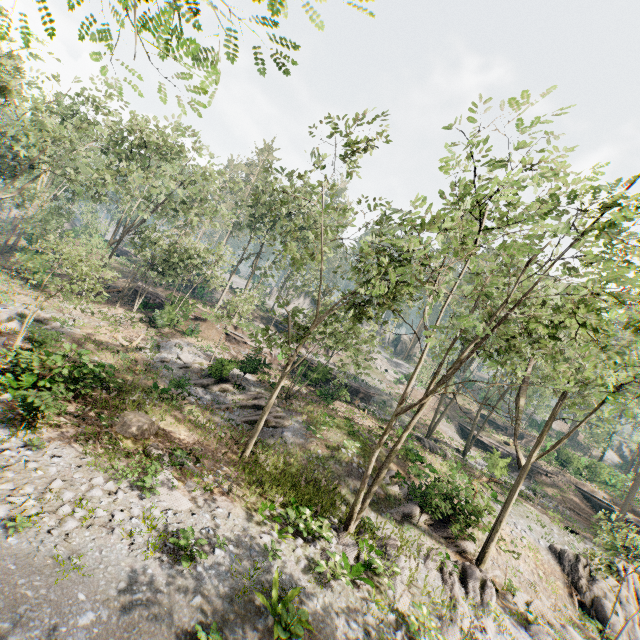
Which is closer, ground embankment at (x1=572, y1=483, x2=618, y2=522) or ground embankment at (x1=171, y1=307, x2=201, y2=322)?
ground embankment at (x1=171, y1=307, x2=201, y2=322)

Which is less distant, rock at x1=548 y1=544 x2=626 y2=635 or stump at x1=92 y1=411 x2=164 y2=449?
stump at x1=92 y1=411 x2=164 y2=449

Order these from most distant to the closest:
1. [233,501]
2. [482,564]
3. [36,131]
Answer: [36,131] → [482,564] → [233,501]

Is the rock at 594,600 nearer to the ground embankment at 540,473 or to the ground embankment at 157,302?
the ground embankment at 540,473

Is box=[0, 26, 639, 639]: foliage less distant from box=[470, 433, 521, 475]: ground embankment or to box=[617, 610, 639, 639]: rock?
box=[617, 610, 639, 639]: rock

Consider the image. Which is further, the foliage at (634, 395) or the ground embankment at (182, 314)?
the ground embankment at (182, 314)

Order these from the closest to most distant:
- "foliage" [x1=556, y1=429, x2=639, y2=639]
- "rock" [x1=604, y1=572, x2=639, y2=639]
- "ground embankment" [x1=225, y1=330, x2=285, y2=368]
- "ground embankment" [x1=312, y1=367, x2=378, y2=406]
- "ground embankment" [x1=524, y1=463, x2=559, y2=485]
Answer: "foliage" [x1=556, y1=429, x2=639, y2=639]
"rock" [x1=604, y1=572, x2=639, y2=639]
"ground embankment" [x1=225, y1=330, x2=285, y2=368]
"ground embankment" [x1=312, y1=367, x2=378, y2=406]
"ground embankment" [x1=524, y1=463, x2=559, y2=485]

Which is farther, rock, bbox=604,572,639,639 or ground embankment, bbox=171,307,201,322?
ground embankment, bbox=171,307,201,322
